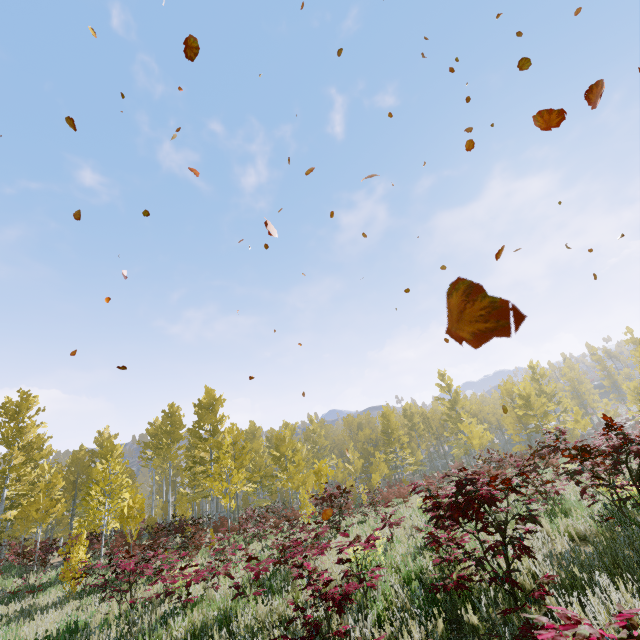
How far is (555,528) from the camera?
6.22m
